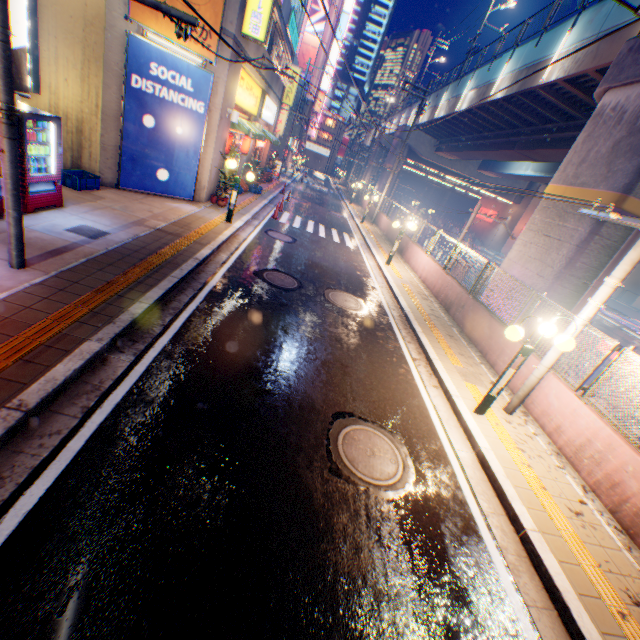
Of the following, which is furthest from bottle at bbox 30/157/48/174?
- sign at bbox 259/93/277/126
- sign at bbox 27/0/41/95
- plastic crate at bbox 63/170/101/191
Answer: sign at bbox 259/93/277/126

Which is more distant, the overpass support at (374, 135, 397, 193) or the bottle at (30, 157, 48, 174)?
the overpass support at (374, 135, 397, 193)

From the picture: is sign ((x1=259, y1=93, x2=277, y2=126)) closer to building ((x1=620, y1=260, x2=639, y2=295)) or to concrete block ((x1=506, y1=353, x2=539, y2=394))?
concrete block ((x1=506, y1=353, x2=539, y2=394))

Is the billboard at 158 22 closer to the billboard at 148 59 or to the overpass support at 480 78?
the billboard at 148 59

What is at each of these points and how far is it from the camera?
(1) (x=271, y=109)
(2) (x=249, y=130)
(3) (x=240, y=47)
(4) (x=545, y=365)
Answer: (1) sign, 22.0m
(2) awning, 14.2m
(3) building, 11.9m
(4) electric pole, 6.3m

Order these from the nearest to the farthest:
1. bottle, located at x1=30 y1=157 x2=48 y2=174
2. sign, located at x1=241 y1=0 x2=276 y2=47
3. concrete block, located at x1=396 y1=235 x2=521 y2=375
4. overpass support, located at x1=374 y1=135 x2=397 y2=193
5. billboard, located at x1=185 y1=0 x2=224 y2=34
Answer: bottle, located at x1=30 y1=157 x2=48 y2=174
concrete block, located at x1=396 y1=235 x2=521 y2=375
billboard, located at x1=185 y1=0 x2=224 y2=34
sign, located at x1=241 y1=0 x2=276 y2=47
overpass support, located at x1=374 y1=135 x2=397 y2=193

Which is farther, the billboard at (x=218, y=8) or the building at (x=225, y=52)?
the building at (x=225, y=52)

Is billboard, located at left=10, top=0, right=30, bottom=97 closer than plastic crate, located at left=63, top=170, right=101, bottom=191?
Yes
